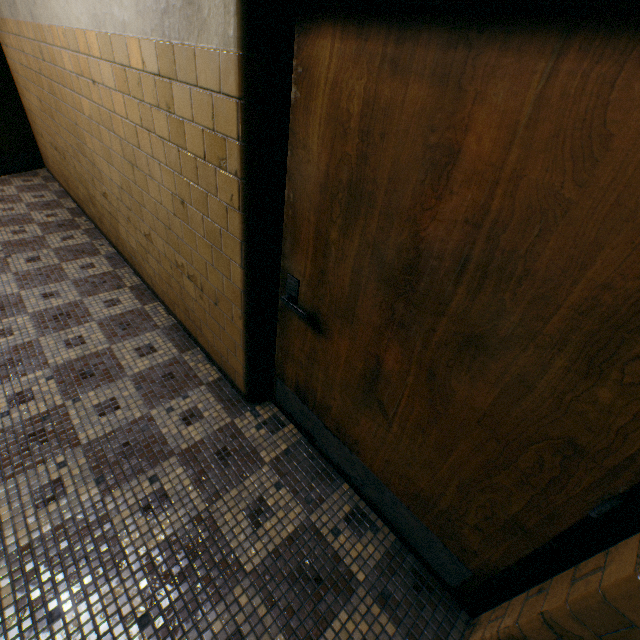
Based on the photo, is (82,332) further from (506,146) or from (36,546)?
(506,146)

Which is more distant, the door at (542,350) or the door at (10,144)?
the door at (10,144)

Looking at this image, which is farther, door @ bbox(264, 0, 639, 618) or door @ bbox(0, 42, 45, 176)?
door @ bbox(0, 42, 45, 176)
